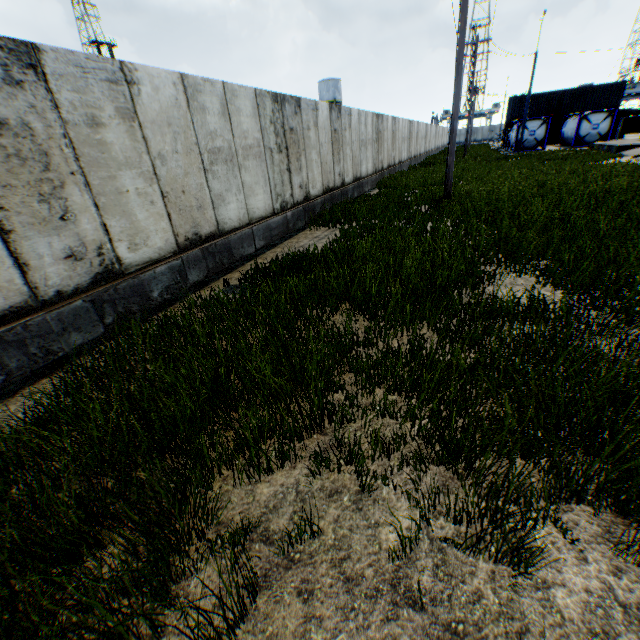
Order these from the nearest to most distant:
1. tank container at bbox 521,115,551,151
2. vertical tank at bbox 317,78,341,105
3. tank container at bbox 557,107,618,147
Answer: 1. tank container at bbox 557,107,618,147
2. tank container at bbox 521,115,551,151
3. vertical tank at bbox 317,78,341,105

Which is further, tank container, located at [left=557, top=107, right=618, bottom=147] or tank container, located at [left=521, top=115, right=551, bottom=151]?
tank container, located at [left=521, top=115, right=551, bottom=151]

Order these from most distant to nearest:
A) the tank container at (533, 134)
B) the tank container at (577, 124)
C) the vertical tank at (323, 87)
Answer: the vertical tank at (323, 87) < the tank container at (533, 134) < the tank container at (577, 124)

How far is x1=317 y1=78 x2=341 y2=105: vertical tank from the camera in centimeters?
5459cm

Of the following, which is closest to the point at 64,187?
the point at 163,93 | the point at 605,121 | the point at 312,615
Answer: the point at 163,93

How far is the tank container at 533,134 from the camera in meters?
32.1

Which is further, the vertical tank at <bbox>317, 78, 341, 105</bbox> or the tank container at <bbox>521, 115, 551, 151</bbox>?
the vertical tank at <bbox>317, 78, 341, 105</bbox>
